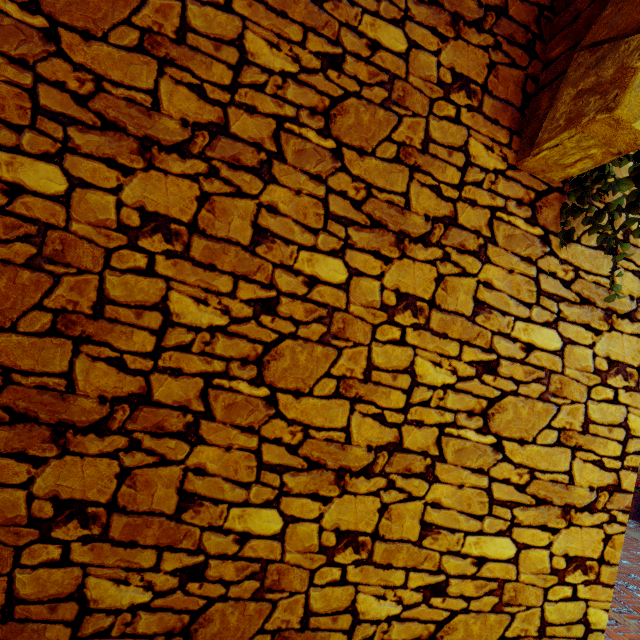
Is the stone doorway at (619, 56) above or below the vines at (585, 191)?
above

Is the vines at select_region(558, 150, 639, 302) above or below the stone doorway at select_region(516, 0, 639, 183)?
below

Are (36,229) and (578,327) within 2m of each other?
no
